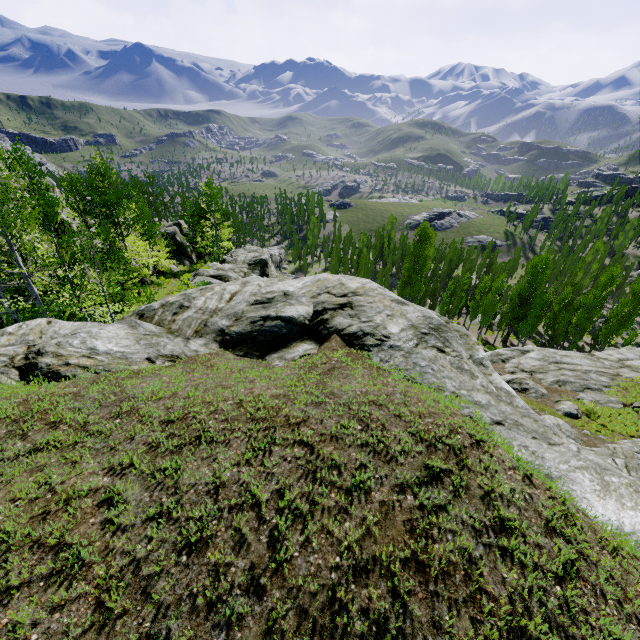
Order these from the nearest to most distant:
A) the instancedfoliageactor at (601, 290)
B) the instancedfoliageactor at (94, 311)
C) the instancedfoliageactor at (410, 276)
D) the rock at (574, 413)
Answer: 1. the instancedfoliageactor at (94, 311)
2. the rock at (574, 413)
3. the instancedfoliageactor at (601, 290)
4. the instancedfoliageactor at (410, 276)

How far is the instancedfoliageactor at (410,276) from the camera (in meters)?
47.62

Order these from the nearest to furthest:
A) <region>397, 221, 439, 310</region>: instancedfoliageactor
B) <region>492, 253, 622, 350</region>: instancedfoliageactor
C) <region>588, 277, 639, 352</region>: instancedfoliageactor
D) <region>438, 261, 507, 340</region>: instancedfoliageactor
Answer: <region>588, 277, 639, 352</region>: instancedfoliageactor → <region>492, 253, 622, 350</region>: instancedfoliageactor → <region>438, 261, 507, 340</region>: instancedfoliageactor → <region>397, 221, 439, 310</region>: instancedfoliageactor

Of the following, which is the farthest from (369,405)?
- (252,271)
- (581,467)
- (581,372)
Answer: (252,271)

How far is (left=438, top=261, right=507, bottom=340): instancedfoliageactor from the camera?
42.2 meters

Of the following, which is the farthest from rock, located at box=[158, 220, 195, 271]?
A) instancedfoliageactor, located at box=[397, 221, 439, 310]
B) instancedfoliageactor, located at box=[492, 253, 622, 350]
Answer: instancedfoliageactor, located at box=[492, 253, 622, 350]

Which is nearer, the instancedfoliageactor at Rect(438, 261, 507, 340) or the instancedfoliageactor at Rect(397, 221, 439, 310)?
the instancedfoliageactor at Rect(438, 261, 507, 340)

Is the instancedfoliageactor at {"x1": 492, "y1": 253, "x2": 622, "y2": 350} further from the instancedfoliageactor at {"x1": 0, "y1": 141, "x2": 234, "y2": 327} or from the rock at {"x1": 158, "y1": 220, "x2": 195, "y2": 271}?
the instancedfoliageactor at {"x1": 0, "y1": 141, "x2": 234, "y2": 327}
